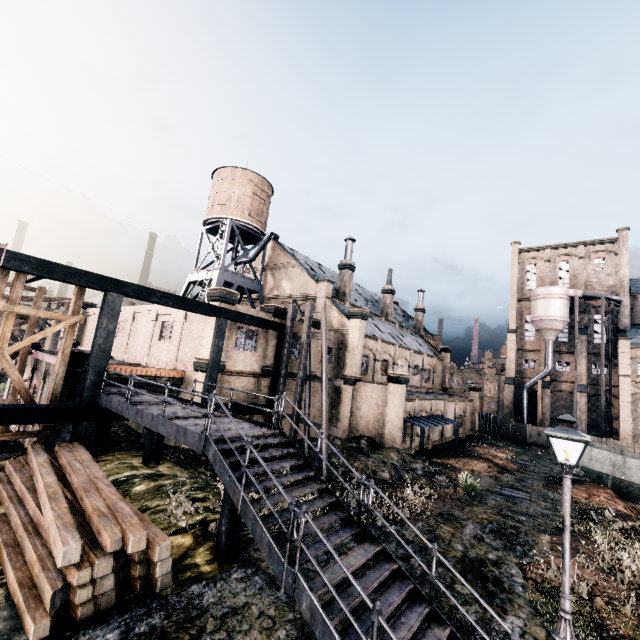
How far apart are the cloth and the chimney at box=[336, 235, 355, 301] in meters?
39.5 m

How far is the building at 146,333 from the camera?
20.0 meters

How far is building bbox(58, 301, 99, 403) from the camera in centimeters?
1681cm

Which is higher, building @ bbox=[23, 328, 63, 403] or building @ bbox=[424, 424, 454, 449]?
building @ bbox=[23, 328, 63, 403]

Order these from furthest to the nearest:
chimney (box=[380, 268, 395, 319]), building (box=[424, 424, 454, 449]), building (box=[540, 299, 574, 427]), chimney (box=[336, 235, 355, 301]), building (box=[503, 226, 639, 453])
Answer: building (box=[540, 299, 574, 427]) < chimney (box=[380, 268, 395, 319]) < building (box=[503, 226, 639, 453]) < chimney (box=[336, 235, 355, 301]) < building (box=[424, 424, 454, 449])

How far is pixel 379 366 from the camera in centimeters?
3444cm

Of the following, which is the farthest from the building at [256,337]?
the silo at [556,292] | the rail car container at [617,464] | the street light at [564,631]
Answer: the street light at [564,631]

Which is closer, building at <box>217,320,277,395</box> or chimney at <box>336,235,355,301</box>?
building at <box>217,320,277,395</box>
